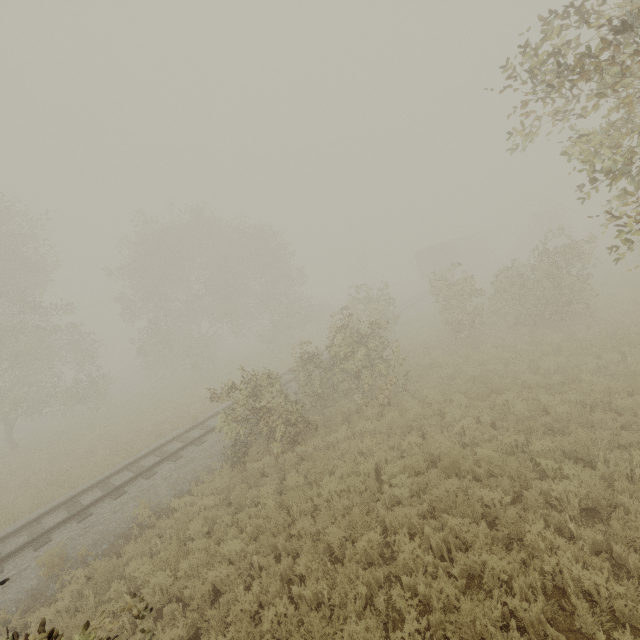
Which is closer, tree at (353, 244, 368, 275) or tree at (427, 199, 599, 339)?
tree at (427, 199, 599, 339)

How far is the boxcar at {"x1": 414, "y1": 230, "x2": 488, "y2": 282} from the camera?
38.1m

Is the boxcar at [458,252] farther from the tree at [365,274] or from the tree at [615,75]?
the tree at [365,274]

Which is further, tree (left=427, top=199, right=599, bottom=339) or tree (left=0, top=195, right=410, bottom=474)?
tree (left=427, top=199, right=599, bottom=339)

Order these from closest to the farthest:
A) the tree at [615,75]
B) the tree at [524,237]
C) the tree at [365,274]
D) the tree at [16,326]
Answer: the tree at [615,75] → the tree at [16,326] → the tree at [524,237] → the tree at [365,274]

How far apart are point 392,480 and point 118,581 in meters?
7.1

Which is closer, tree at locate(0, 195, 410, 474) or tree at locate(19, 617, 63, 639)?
tree at locate(19, 617, 63, 639)

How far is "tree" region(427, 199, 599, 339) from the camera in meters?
14.7
